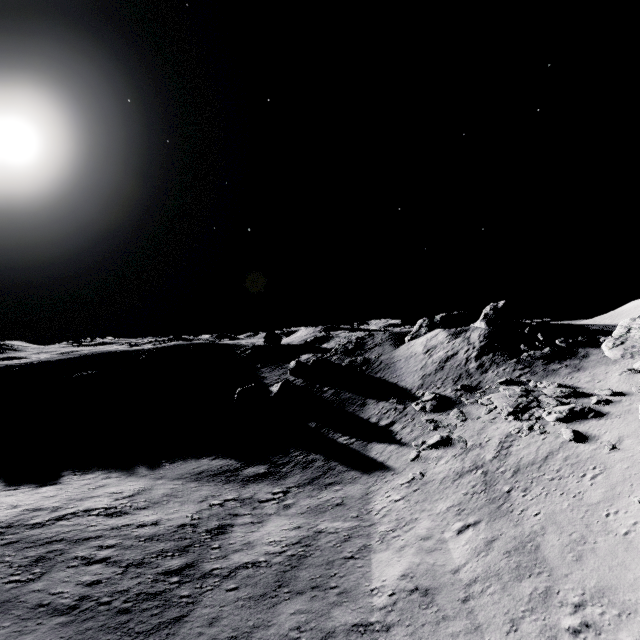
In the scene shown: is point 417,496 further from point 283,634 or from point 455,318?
point 455,318

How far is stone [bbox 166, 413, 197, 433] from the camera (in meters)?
31.82

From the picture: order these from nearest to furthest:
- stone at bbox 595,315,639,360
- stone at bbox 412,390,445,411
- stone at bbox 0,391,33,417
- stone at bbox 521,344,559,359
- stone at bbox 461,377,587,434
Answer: stone at bbox 461,377,587,434
stone at bbox 595,315,639,360
stone at bbox 412,390,445,411
stone at bbox 521,344,559,359
stone at bbox 0,391,33,417

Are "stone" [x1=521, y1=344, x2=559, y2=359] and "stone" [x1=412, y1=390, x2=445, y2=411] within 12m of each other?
yes

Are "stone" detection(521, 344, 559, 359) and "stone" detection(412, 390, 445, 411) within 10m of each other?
yes

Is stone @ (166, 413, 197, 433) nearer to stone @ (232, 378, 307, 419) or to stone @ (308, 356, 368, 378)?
stone @ (232, 378, 307, 419)

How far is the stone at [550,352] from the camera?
28.7 meters

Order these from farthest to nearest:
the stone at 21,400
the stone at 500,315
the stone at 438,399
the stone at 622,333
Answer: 1. the stone at 500,315
2. the stone at 21,400
3. the stone at 438,399
4. the stone at 622,333
